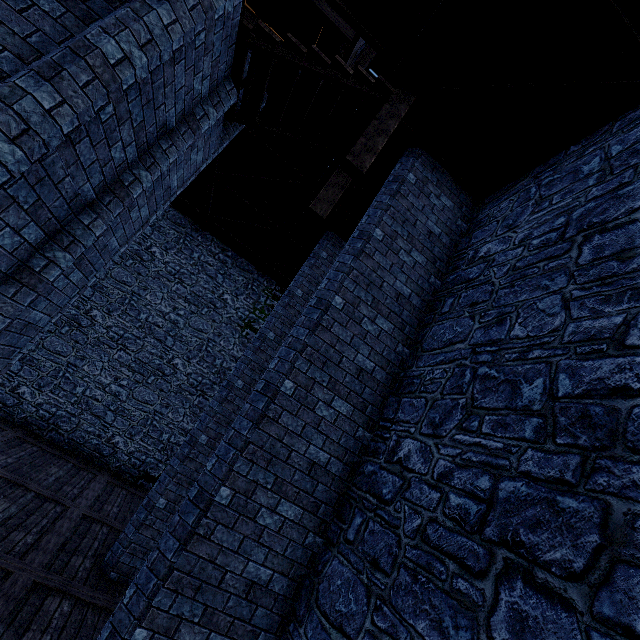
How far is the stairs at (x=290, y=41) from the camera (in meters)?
4.72

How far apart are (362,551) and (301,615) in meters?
1.1 m

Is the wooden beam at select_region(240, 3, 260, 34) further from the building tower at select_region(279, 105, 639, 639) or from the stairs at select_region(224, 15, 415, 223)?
the stairs at select_region(224, 15, 415, 223)

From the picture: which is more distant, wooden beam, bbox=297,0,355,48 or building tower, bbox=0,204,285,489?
building tower, bbox=0,204,285,489

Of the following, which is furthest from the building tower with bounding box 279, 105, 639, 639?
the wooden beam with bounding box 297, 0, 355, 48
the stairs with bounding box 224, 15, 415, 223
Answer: the stairs with bounding box 224, 15, 415, 223

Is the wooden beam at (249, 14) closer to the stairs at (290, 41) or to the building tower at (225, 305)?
the building tower at (225, 305)

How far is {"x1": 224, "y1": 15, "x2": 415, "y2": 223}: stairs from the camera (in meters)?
4.72

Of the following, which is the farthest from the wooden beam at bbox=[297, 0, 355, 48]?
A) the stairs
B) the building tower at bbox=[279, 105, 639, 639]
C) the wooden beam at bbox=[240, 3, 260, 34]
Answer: the stairs
